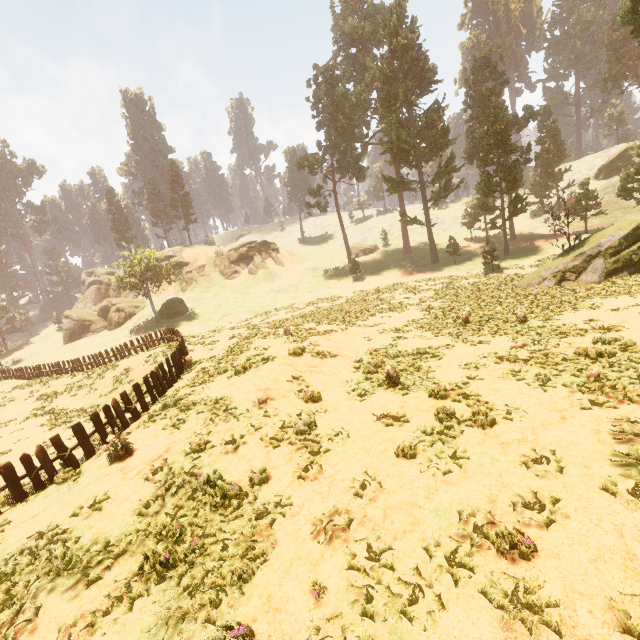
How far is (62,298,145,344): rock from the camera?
51.9m

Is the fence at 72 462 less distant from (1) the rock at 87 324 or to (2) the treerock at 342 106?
(2) the treerock at 342 106

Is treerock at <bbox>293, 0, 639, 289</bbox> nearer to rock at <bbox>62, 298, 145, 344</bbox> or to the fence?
rock at <bbox>62, 298, 145, 344</bbox>

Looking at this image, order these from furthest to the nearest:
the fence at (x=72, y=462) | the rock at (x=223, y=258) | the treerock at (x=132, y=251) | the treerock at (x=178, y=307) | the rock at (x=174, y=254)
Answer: the rock at (x=174, y=254)
the rock at (x=223, y=258)
the treerock at (x=178, y=307)
the treerock at (x=132, y=251)
the fence at (x=72, y=462)

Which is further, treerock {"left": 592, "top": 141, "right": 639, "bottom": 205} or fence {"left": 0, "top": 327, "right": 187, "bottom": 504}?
treerock {"left": 592, "top": 141, "right": 639, "bottom": 205}

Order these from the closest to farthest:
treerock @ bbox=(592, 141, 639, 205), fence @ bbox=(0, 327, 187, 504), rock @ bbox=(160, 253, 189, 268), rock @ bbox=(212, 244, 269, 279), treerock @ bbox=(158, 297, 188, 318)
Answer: fence @ bbox=(0, 327, 187, 504), treerock @ bbox=(592, 141, 639, 205), treerock @ bbox=(158, 297, 188, 318), rock @ bbox=(212, 244, 269, 279), rock @ bbox=(160, 253, 189, 268)

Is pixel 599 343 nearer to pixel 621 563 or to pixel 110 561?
pixel 621 563
